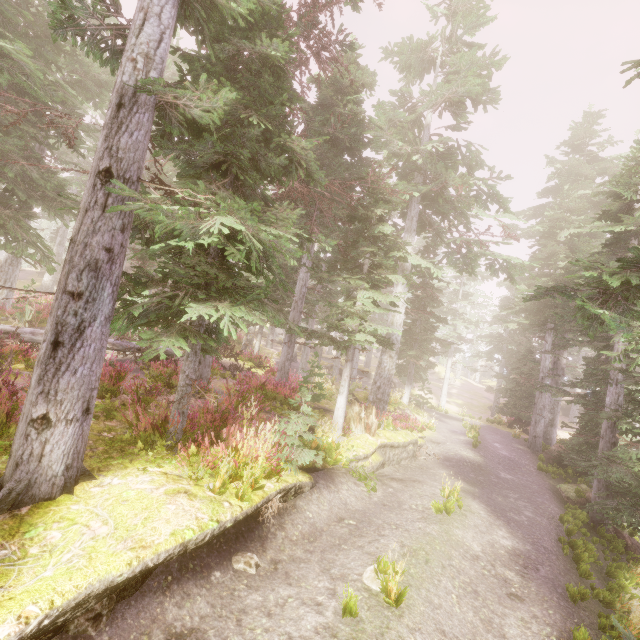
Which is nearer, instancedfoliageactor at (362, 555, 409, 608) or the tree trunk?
instancedfoliageactor at (362, 555, 409, 608)

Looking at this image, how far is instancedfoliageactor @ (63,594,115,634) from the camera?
4.0 meters

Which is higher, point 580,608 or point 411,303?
point 411,303

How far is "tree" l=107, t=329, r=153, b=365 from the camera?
10.4 meters

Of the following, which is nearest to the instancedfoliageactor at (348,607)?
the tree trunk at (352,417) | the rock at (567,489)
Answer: the rock at (567,489)

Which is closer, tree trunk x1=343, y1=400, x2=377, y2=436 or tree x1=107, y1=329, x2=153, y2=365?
tree x1=107, y1=329, x2=153, y2=365
